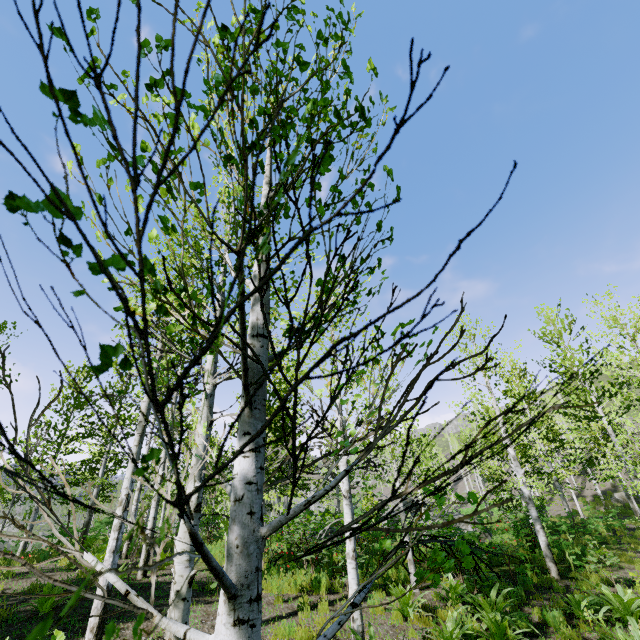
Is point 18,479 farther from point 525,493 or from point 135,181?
point 525,493

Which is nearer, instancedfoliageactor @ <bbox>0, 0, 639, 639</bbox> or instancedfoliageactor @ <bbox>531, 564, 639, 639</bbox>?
instancedfoliageactor @ <bbox>0, 0, 639, 639</bbox>

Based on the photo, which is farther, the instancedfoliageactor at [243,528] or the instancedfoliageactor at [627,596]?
the instancedfoliageactor at [627,596]

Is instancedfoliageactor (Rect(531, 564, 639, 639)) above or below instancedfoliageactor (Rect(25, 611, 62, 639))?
below
